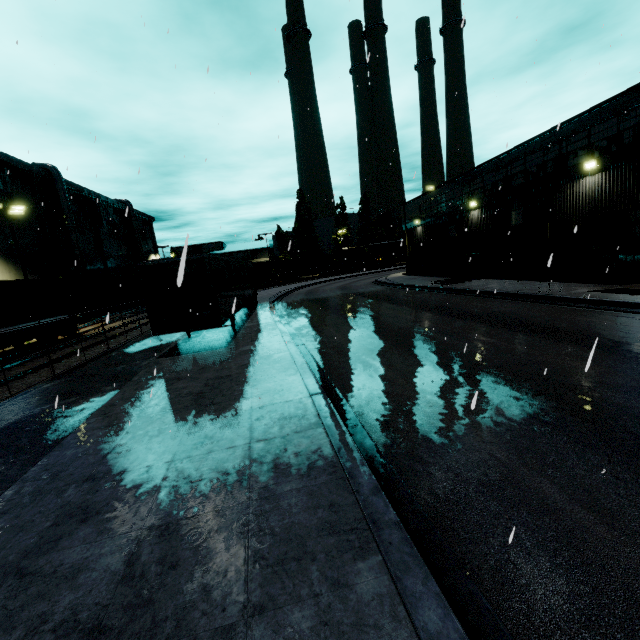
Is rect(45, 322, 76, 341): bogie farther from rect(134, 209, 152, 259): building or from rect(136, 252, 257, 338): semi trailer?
rect(136, 252, 257, 338): semi trailer

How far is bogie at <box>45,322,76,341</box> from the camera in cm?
1989

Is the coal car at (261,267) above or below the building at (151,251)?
below

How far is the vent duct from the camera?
32.72m

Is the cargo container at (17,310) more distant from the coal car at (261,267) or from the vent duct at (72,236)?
the coal car at (261,267)

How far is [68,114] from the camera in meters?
18.1

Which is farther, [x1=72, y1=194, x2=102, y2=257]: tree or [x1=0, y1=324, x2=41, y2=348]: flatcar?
[x1=72, y1=194, x2=102, y2=257]: tree

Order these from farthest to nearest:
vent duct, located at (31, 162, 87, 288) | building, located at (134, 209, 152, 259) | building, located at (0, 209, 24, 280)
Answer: building, located at (134, 209, 152, 259) → vent duct, located at (31, 162, 87, 288) → building, located at (0, 209, 24, 280)
